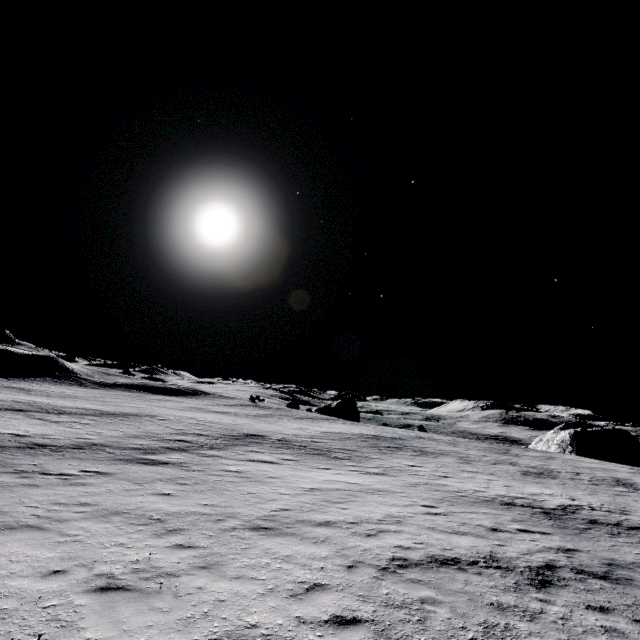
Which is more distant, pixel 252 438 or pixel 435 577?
pixel 252 438
